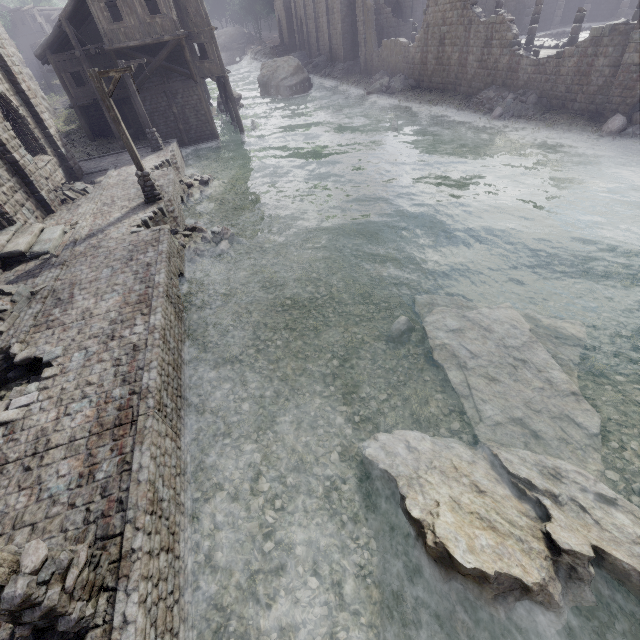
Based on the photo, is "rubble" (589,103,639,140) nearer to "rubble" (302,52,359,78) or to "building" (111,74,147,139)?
"building" (111,74,147,139)

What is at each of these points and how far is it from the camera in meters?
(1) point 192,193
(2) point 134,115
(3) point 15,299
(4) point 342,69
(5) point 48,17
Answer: (1) rubble, 18.8 m
(2) building, 28.6 m
(3) rubble, 9.6 m
(4) rubble, 40.2 m
(5) wooden plank rubble, 44.3 m

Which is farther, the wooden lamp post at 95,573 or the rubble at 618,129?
the rubble at 618,129

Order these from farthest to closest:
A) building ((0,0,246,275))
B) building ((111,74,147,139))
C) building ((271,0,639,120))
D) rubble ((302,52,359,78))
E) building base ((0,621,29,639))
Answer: rubble ((302,52,359,78)) < building ((111,74,147,139)) < building ((271,0,639,120)) < building ((0,0,246,275)) < building base ((0,621,29,639))

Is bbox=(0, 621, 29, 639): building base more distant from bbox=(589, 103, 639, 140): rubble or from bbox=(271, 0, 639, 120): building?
bbox=(589, 103, 639, 140): rubble

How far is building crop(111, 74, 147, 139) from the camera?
24.8 meters

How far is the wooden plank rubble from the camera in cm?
4381

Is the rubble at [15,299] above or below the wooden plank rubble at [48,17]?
below
